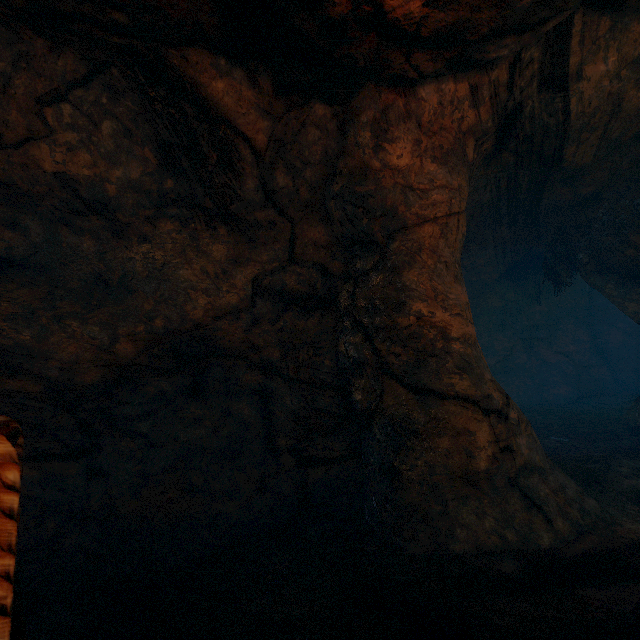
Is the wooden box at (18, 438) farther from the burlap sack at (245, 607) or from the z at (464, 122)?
the z at (464, 122)

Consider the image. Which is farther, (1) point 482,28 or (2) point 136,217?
(2) point 136,217

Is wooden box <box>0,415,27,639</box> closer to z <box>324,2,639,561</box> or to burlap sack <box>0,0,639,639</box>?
burlap sack <box>0,0,639,639</box>

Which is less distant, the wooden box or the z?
the wooden box

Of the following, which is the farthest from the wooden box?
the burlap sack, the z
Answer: the z
